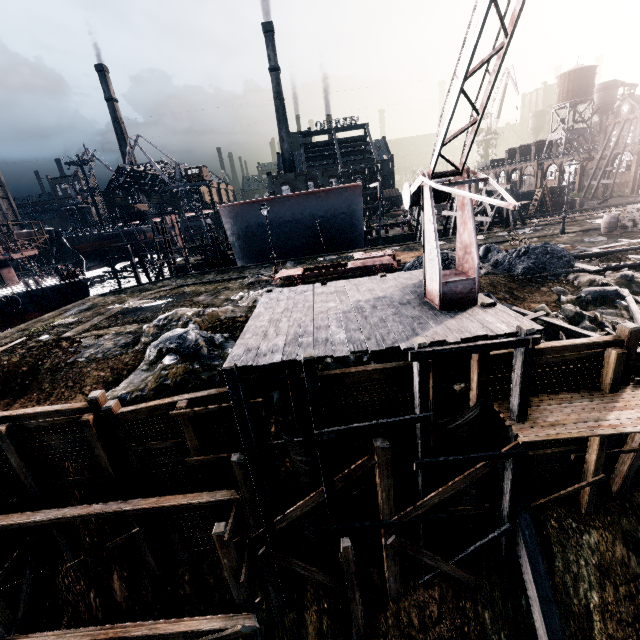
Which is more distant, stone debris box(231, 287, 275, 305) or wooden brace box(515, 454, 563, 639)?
stone debris box(231, 287, 275, 305)

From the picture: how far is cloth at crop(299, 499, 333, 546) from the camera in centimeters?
→ 1097cm

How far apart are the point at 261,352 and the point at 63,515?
8.77m

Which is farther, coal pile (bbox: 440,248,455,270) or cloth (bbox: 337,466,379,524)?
coal pile (bbox: 440,248,455,270)

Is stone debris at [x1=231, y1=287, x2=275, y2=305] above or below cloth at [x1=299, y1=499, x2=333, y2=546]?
above

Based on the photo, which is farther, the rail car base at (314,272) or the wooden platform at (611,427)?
the rail car base at (314,272)

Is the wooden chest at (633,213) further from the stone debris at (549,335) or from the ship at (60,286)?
the ship at (60,286)

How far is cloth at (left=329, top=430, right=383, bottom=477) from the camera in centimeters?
1013cm
